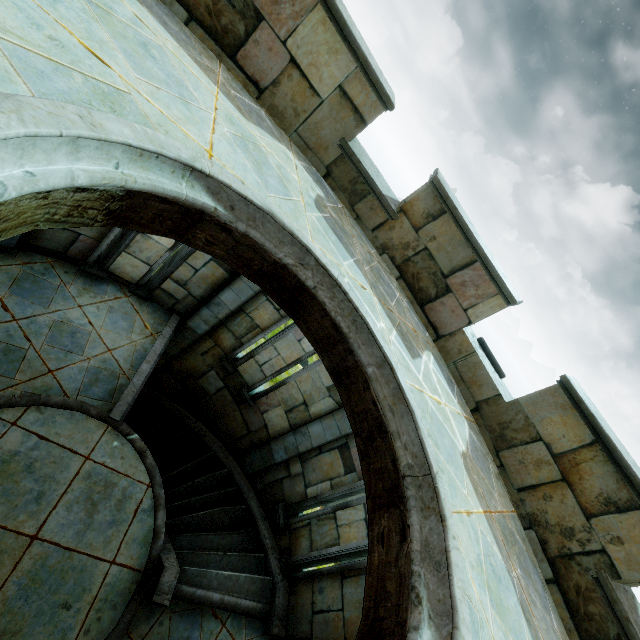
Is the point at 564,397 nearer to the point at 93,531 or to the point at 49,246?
the point at 93,531
